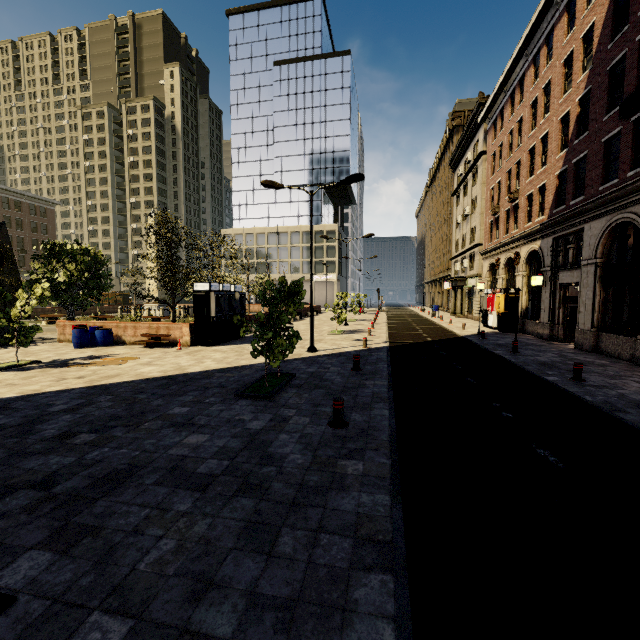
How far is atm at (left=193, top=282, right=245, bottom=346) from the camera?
16.58m

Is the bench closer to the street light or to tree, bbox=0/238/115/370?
tree, bbox=0/238/115/370

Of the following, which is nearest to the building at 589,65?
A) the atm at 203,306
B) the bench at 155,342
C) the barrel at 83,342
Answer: the atm at 203,306

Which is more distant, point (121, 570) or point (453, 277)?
point (453, 277)

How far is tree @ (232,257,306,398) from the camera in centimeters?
852cm

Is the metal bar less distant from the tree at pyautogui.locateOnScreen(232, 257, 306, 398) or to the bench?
the tree at pyautogui.locateOnScreen(232, 257, 306, 398)

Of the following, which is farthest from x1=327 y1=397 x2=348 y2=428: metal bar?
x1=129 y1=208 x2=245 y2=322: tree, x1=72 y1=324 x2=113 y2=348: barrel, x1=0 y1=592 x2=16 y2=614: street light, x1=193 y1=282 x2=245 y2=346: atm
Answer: x1=72 y1=324 x2=113 y2=348: barrel

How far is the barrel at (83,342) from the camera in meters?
16.0 m
